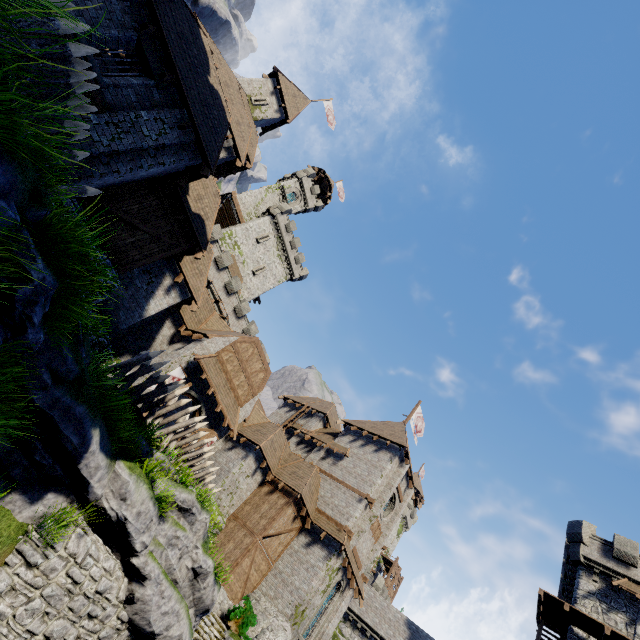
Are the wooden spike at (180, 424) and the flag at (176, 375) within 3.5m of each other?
no

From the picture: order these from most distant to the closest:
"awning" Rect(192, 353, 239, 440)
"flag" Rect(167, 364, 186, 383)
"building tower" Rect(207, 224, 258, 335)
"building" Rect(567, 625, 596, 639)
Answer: "building tower" Rect(207, 224, 258, 335) → "building" Rect(567, 625, 596, 639) → "awning" Rect(192, 353, 239, 440) → "flag" Rect(167, 364, 186, 383)

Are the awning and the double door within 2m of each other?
yes

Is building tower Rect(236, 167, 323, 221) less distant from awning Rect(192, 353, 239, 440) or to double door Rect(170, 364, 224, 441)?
awning Rect(192, 353, 239, 440)

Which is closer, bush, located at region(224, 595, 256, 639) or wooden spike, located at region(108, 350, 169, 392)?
wooden spike, located at region(108, 350, 169, 392)

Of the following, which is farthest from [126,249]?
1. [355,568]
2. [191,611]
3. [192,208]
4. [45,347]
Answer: [355,568]

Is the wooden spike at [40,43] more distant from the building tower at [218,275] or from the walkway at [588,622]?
the walkway at [588,622]

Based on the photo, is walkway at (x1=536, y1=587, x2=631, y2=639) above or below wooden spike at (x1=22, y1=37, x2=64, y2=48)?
above
